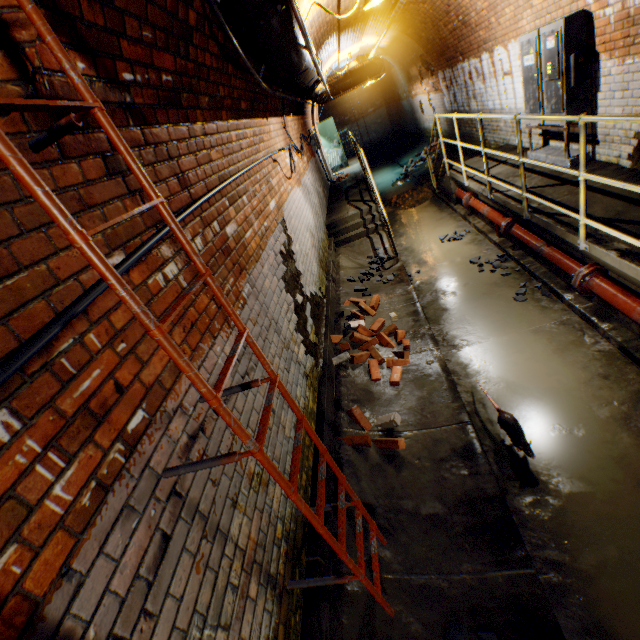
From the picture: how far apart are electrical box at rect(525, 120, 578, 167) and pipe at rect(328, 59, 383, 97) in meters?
6.1

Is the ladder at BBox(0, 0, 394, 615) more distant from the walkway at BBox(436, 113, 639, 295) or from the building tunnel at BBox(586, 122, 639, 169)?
the walkway at BBox(436, 113, 639, 295)

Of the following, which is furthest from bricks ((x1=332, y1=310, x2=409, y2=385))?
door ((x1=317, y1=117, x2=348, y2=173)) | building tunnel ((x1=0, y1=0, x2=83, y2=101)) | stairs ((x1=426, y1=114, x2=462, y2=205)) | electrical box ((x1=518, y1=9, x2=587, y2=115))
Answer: door ((x1=317, y1=117, x2=348, y2=173))

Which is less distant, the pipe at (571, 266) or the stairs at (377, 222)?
the pipe at (571, 266)

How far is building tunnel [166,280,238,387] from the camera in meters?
1.8 m

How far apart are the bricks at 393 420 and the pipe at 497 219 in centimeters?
408cm

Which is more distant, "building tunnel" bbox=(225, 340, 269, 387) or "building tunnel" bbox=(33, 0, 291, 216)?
"building tunnel" bbox=(225, 340, 269, 387)

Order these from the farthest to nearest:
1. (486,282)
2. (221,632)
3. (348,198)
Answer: (348,198), (486,282), (221,632)
